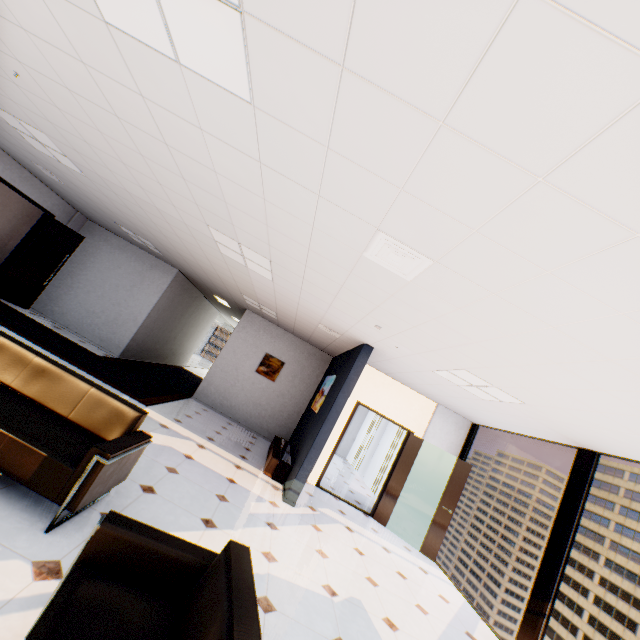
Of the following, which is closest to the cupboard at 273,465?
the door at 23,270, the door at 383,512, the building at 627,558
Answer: the door at 383,512

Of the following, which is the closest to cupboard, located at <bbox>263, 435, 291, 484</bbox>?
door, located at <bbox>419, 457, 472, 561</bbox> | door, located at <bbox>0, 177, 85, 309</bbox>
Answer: door, located at <bbox>419, 457, 472, 561</bbox>

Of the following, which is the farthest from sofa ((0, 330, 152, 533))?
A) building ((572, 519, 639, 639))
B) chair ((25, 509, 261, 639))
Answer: building ((572, 519, 639, 639))

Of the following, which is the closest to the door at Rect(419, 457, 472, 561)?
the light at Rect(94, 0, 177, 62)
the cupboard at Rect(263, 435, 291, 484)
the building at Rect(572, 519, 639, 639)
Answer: the cupboard at Rect(263, 435, 291, 484)

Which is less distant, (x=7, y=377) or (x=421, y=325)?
(x=7, y=377)

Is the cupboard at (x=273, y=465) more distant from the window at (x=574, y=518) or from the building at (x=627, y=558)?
the building at (x=627, y=558)

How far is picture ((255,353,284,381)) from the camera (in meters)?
9.40

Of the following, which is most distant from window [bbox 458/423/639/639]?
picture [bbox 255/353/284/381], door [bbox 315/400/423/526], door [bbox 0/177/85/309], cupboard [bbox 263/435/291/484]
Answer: door [bbox 0/177/85/309]
